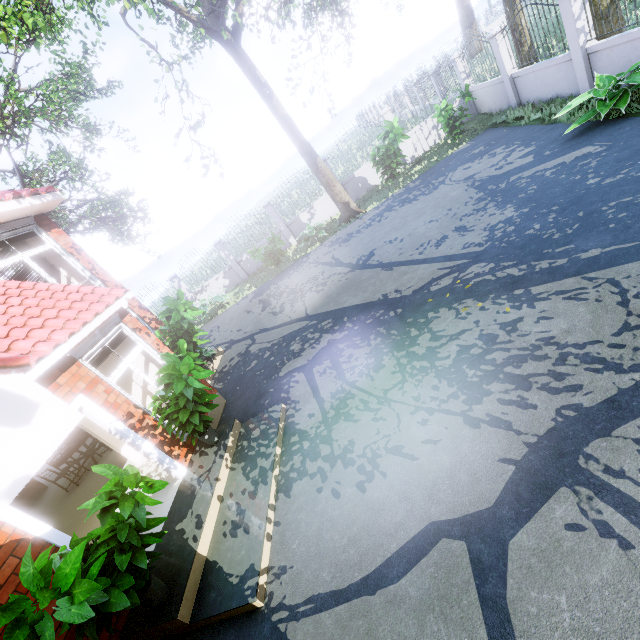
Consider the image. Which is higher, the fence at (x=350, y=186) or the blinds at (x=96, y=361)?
the blinds at (x=96, y=361)

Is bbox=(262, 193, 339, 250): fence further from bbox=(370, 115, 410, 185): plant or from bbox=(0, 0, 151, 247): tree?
bbox=(370, 115, 410, 185): plant

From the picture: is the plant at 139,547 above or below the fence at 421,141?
above

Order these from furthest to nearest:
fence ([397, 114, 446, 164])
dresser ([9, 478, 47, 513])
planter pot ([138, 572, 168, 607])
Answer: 1. fence ([397, 114, 446, 164])
2. dresser ([9, 478, 47, 513])
3. planter pot ([138, 572, 168, 607])

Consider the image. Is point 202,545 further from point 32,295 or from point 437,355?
point 32,295

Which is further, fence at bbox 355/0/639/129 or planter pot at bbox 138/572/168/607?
fence at bbox 355/0/639/129

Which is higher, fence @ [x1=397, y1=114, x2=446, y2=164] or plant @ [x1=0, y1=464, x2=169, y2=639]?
plant @ [x1=0, y1=464, x2=169, y2=639]

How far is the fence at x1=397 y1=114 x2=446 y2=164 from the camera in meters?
14.0
